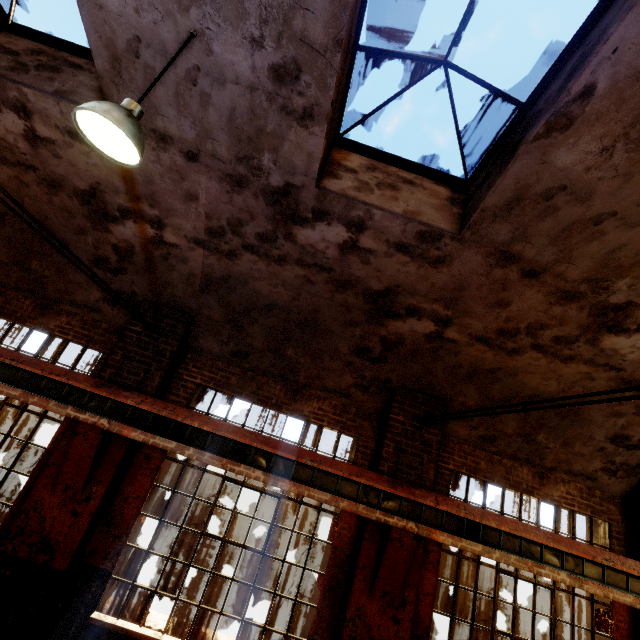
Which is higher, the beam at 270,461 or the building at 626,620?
the beam at 270,461

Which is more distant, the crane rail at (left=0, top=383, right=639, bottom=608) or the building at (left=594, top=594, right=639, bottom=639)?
the building at (left=594, top=594, right=639, bottom=639)

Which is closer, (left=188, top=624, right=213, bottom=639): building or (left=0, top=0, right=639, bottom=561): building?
(left=0, top=0, right=639, bottom=561): building

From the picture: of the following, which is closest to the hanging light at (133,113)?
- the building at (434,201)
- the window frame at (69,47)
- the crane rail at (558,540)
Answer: the building at (434,201)

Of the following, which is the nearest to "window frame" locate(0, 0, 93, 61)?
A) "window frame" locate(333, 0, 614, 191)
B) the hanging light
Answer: the hanging light

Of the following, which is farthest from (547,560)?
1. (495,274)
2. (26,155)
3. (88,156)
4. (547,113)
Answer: (26,155)

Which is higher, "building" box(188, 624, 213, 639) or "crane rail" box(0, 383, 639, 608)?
"crane rail" box(0, 383, 639, 608)

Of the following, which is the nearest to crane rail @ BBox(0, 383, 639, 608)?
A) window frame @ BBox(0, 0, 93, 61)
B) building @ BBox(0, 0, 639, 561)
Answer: building @ BBox(0, 0, 639, 561)
